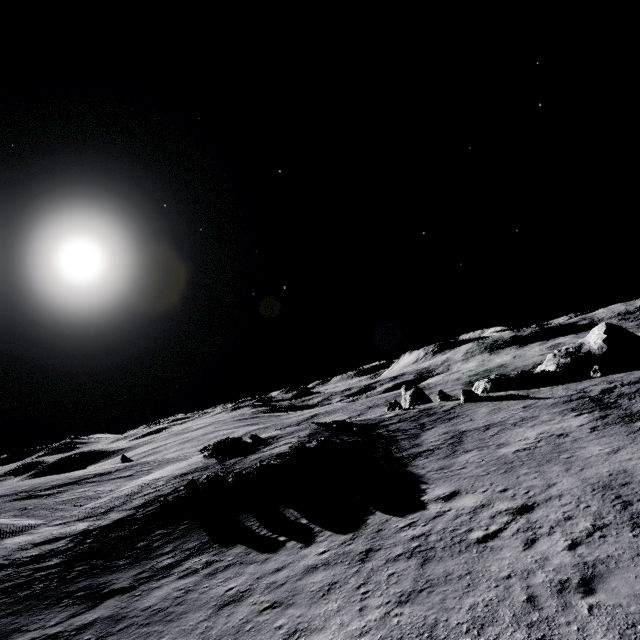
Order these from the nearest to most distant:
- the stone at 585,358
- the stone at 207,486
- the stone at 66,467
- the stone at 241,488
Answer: the stone at 241,488
the stone at 207,486
the stone at 585,358
the stone at 66,467

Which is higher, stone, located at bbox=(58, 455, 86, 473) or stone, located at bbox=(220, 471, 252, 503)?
stone, located at bbox=(58, 455, 86, 473)

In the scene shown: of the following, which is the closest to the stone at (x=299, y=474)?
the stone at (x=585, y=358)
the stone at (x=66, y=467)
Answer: the stone at (x=585, y=358)

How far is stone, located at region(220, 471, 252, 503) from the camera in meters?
18.2

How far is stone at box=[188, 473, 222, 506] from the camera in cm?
1879

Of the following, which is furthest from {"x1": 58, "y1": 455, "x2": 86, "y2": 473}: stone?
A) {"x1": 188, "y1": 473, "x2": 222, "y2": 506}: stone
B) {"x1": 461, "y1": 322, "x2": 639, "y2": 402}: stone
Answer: {"x1": 461, "y1": 322, "x2": 639, "y2": 402}: stone

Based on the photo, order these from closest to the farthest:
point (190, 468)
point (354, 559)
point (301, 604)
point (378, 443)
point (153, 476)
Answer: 1. point (301, 604)
2. point (354, 559)
3. point (378, 443)
4. point (190, 468)
5. point (153, 476)
